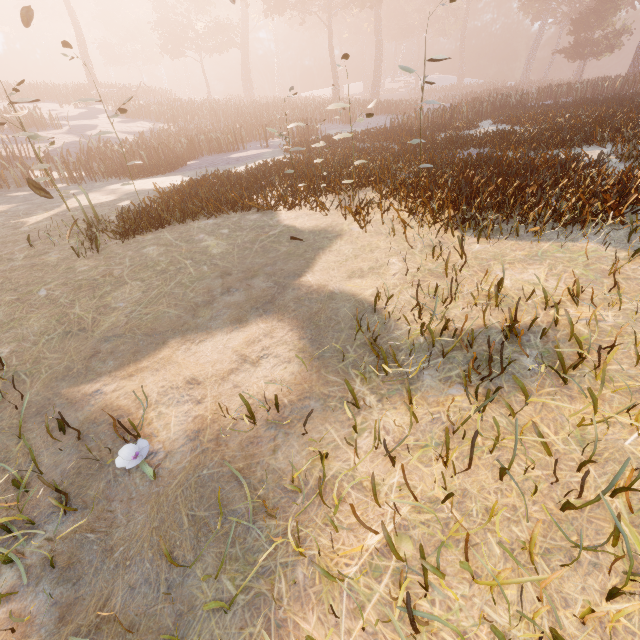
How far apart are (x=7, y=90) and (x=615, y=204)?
44.6 meters

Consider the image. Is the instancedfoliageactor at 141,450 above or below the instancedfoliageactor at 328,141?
below

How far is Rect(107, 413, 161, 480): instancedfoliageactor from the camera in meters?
2.3 m

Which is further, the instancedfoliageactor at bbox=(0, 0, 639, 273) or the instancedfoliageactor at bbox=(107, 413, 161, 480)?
the instancedfoliageactor at bbox=(0, 0, 639, 273)

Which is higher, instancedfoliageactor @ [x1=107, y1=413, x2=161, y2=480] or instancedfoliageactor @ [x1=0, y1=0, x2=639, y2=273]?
instancedfoliageactor @ [x1=0, y1=0, x2=639, y2=273]

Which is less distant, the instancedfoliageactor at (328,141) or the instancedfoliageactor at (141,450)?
the instancedfoliageactor at (141,450)
